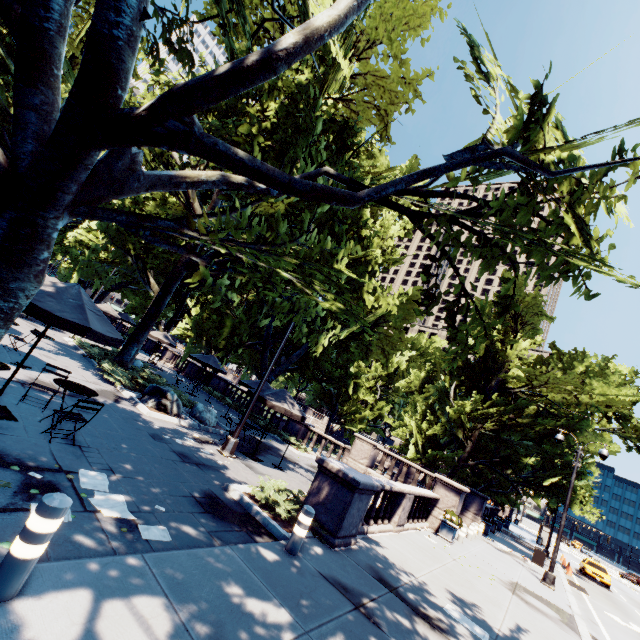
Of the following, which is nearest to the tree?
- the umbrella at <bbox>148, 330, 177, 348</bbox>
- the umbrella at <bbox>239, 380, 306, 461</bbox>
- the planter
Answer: the umbrella at <bbox>148, 330, 177, 348</bbox>

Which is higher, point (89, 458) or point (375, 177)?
point (375, 177)

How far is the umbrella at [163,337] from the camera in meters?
26.0 m

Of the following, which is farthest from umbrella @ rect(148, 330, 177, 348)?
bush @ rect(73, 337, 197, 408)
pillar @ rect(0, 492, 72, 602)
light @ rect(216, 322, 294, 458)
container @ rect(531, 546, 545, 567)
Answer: container @ rect(531, 546, 545, 567)

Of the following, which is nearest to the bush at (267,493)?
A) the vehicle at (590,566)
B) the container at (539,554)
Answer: the container at (539,554)

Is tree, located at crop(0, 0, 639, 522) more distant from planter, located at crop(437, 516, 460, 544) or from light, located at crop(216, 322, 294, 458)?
planter, located at crop(437, 516, 460, 544)

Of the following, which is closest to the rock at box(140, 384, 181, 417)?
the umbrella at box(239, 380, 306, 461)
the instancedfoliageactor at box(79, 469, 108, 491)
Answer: the umbrella at box(239, 380, 306, 461)

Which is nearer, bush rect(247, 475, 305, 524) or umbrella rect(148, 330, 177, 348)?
bush rect(247, 475, 305, 524)
